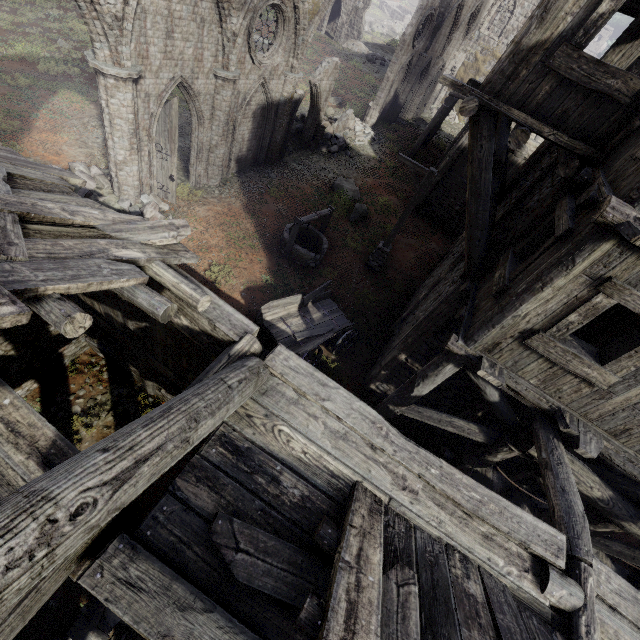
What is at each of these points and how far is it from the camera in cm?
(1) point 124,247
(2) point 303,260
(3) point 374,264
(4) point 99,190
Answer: (1) wooden plank rubble, 371
(2) well, 1328
(3) wooden lamp post, 1453
(4) rubble, 1144

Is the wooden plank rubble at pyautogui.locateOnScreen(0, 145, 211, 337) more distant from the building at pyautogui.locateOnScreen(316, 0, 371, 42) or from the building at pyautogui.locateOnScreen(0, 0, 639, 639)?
the building at pyautogui.locateOnScreen(316, 0, 371, 42)

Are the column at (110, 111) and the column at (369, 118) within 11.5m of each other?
no

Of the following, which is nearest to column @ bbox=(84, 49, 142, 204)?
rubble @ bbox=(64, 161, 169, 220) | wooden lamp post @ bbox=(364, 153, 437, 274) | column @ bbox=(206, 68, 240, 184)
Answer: rubble @ bbox=(64, 161, 169, 220)

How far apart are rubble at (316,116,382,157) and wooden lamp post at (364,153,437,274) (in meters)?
8.19

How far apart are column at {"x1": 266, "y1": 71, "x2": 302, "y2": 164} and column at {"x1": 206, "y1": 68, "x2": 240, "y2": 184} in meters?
2.8

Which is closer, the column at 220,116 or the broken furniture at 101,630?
the broken furniture at 101,630

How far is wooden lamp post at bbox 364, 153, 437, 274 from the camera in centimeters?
1169cm
